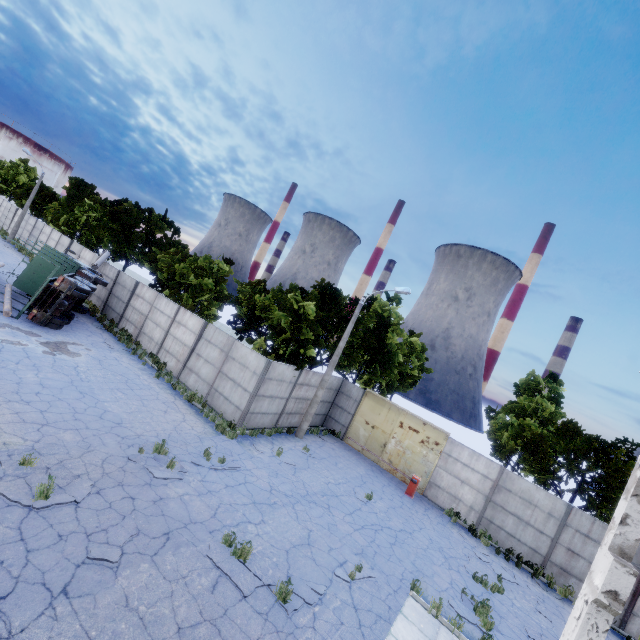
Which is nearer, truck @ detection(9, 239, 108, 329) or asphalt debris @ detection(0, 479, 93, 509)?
asphalt debris @ detection(0, 479, 93, 509)

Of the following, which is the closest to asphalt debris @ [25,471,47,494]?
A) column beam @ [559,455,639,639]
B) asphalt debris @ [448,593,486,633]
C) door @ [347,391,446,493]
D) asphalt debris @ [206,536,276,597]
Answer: asphalt debris @ [206,536,276,597]

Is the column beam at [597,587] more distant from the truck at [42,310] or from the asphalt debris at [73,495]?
the truck at [42,310]

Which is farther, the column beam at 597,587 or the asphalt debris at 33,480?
the asphalt debris at 33,480

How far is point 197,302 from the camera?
22.42m

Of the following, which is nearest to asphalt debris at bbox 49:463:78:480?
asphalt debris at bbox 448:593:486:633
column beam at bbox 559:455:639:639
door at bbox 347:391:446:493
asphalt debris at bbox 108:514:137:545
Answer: asphalt debris at bbox 108:514:137:545

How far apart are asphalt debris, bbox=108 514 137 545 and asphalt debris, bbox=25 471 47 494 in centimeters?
101cm

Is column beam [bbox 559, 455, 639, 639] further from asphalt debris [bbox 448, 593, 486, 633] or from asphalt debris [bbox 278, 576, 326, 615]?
asphalt debris [bbox 448, 593, 486, 633]
